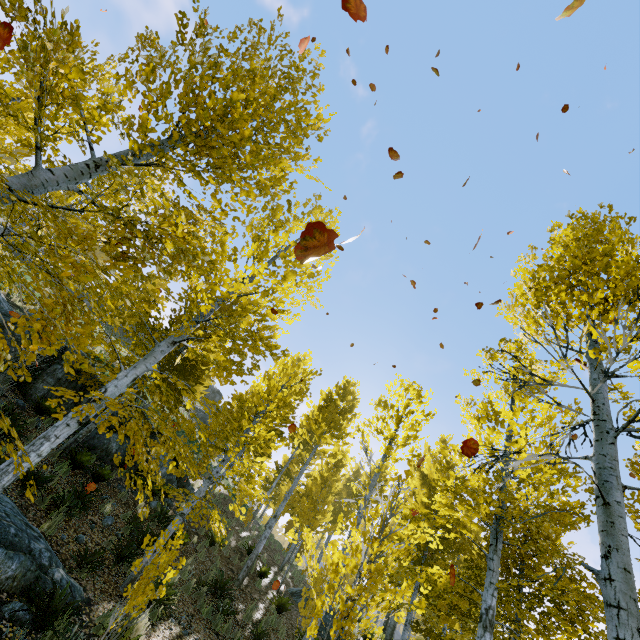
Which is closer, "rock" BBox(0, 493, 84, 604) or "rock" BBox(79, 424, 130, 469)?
"rock" BBox(0, 493, 84, 604)

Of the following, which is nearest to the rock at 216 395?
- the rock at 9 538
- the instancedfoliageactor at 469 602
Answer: the instancedfoliageactor at 469 602

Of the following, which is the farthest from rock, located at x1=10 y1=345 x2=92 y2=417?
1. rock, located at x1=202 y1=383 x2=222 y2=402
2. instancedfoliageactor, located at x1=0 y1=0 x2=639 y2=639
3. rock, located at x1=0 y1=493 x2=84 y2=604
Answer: rock, located at x1=202 y1=383 x2=222 y2=402

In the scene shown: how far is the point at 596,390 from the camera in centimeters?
392cm

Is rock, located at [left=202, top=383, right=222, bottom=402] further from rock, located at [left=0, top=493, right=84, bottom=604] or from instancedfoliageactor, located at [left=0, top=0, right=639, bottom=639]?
rock, located at [left=0, top=493, right=84, bottom=604]

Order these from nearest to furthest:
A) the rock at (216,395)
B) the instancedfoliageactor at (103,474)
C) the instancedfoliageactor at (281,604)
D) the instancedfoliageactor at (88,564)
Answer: the instancedfoliageactor at (88,564) < the instancedfoliageactor at (281,604) < the instancedfoliageactor at (103,474) < the rock at (216,395)

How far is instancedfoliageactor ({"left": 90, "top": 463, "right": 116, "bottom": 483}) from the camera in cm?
1018
